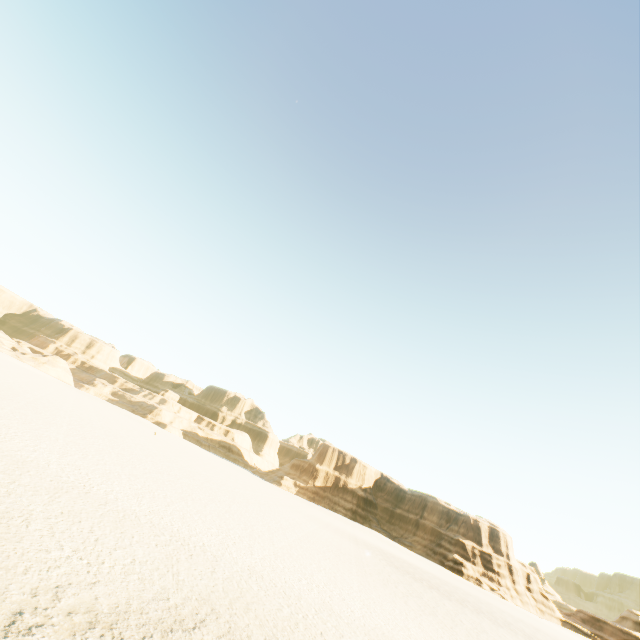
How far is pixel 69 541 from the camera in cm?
609
